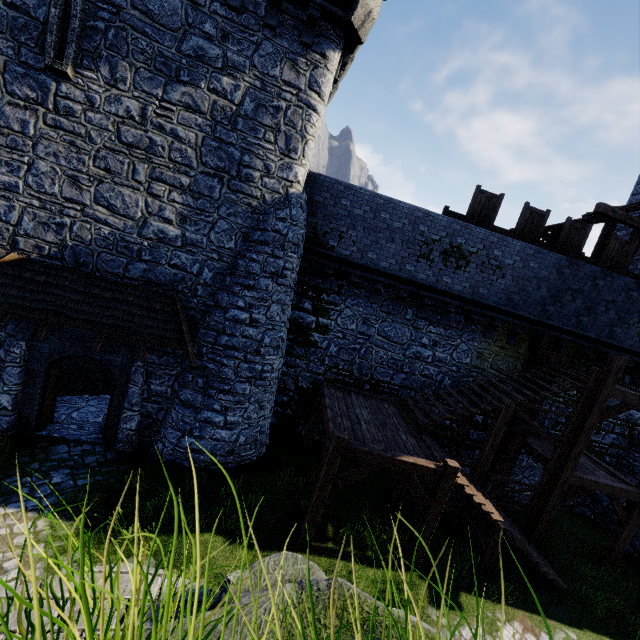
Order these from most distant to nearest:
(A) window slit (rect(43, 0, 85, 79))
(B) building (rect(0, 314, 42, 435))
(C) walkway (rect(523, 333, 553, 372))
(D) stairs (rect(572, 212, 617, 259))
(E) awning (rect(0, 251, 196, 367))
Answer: (D) stairs (rect(572, 212, 617, 259)) → (C) walkway (rect(523, 333, 553, 372)) → (B) building (rect(0, 314, 42, 435)) → (E) awning (rect(0, 251, 196, 367)) → (A) window slit (rect(43, 0, 85, 79))

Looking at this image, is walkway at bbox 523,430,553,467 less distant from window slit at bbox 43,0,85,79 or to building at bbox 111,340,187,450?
building at bbox 111,340,187,450

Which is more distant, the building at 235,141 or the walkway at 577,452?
the walkway at 577,452

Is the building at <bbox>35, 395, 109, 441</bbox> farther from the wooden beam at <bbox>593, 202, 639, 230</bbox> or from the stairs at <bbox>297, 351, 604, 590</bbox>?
the wooden beam at <bbox>593, 202, 639, 230</bbox>

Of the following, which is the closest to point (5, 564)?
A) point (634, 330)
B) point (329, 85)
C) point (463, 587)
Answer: point (463, 587)

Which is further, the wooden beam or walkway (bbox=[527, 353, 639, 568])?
the wooden beam

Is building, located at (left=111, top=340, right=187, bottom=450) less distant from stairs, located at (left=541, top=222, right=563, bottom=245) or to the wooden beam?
stairs, located at (left=541, top=222, right=563, bottom=245)

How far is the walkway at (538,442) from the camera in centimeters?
1116cm
